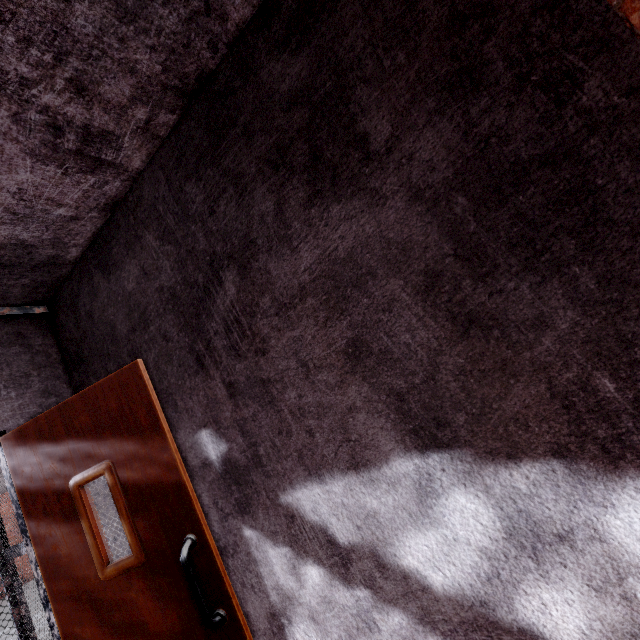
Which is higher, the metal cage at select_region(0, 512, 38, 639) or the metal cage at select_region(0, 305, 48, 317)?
the metal cage at select_region(0, 305, 48, 317)

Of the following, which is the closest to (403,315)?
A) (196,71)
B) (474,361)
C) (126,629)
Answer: (474,361)

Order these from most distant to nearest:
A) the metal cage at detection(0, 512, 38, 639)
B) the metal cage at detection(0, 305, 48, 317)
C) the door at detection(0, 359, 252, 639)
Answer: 1. the metal cage at detection(0, 512, 38, 639)
2. the metal cage at detection(0, 305, 48, 317)
3. the door at detection(0, 359, 252, 639)

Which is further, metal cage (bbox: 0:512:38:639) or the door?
metal cage (bbox: 0:512:38:639)

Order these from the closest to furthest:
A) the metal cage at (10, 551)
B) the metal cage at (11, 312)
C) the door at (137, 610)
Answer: the door at (137, 610), the metal cage at (11, 312), the metal cage at (10, 551)

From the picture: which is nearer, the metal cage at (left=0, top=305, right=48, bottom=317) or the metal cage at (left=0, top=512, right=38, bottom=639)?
the metal cage at (left=0, top=305, right=48, bottom=317)

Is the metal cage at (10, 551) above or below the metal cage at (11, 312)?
below
